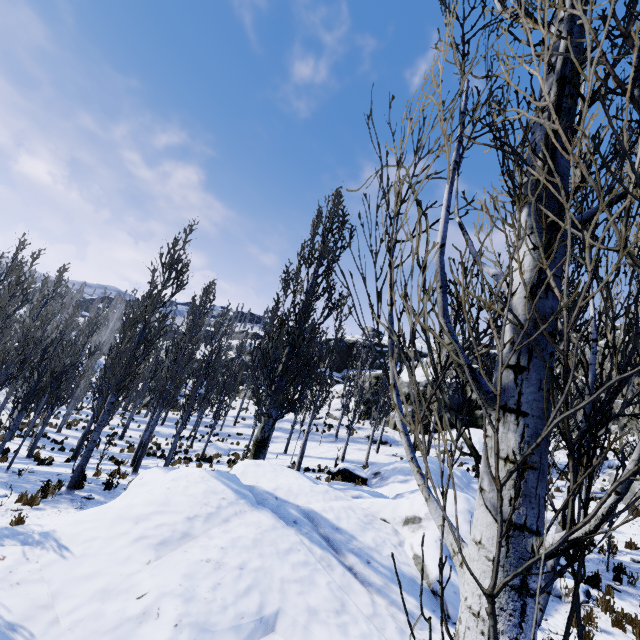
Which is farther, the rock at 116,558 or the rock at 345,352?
the rock at 345,352

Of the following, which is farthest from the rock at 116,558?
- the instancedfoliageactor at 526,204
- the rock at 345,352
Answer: the rock at 345,352

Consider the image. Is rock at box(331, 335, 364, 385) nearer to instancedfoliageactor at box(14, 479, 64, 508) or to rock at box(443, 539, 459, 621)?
instancedfoliageactor at box(14, 479, 64, 508)

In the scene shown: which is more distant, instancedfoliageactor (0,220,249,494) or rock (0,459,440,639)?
instancedfoliageactor (0,220,249,494)

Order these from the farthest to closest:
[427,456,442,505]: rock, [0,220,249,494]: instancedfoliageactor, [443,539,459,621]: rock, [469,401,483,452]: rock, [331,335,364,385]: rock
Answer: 1. [331,335,364,385]: rock
2. [469,401,483,452]: rock
3. [0,220,249,494]: instancedfoliageactor
4. [427,456,442,505]: rock
5. [443,539,459,621]: rock

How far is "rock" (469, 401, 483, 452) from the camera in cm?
2585

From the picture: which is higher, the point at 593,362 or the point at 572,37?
the point at 572,37
